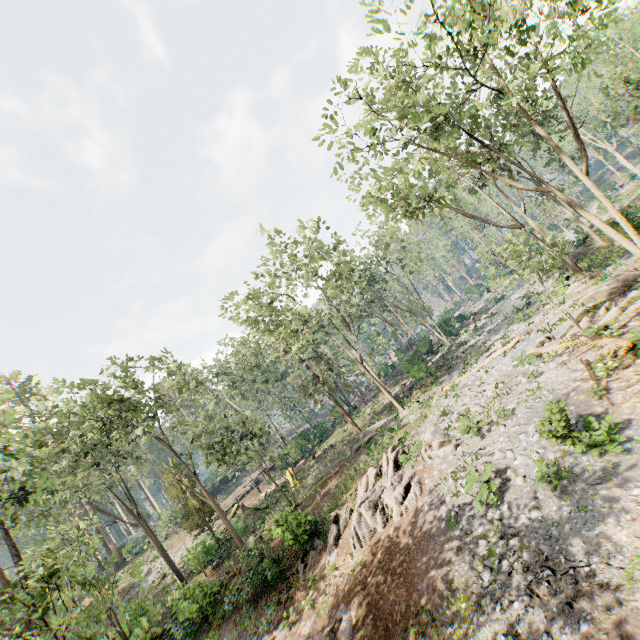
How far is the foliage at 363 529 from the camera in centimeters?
1445cm

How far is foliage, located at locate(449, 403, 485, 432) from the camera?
15.1 meters

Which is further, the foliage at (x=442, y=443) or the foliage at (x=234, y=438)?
the foliage at (x=442, y=443)

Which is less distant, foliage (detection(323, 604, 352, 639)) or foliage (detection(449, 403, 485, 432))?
foliage (detection(323, 604, 352, 639))

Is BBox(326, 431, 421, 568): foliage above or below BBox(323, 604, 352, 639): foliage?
above

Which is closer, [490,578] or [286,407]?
[490,578]
